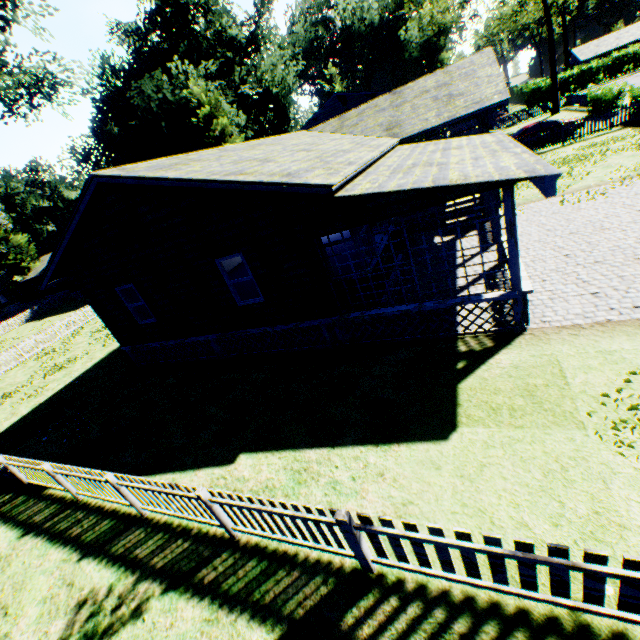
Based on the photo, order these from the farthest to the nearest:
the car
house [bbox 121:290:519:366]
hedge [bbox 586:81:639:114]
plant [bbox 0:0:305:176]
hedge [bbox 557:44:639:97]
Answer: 1. hedge [bbox 557:44:639:97]
2. plant [bbox 0:0:305:176]
3. the car
4. hedge [bbox 586:81:639:114]
5. house [bbox 121:290:519:366]

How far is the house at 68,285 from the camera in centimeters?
4097cm

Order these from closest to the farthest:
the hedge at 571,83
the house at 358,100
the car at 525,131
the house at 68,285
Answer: the car at 525,131 < the house at 358,100 < the house at 68,285 < the hedge at 571,83

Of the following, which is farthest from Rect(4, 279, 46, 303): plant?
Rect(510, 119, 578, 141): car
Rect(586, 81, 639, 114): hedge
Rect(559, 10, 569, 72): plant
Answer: Rect(559, 10, 569, 72): plant

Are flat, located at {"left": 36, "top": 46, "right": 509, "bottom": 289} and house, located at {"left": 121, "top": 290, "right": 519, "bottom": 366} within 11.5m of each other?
yes

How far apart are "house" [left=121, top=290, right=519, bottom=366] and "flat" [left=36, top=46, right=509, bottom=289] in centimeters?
325cm

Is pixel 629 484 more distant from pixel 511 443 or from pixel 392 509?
pixel 392 509

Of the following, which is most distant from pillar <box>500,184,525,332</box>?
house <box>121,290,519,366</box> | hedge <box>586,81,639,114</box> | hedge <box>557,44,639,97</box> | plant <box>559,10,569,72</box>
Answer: plant <box>559,10,569,72</box>
